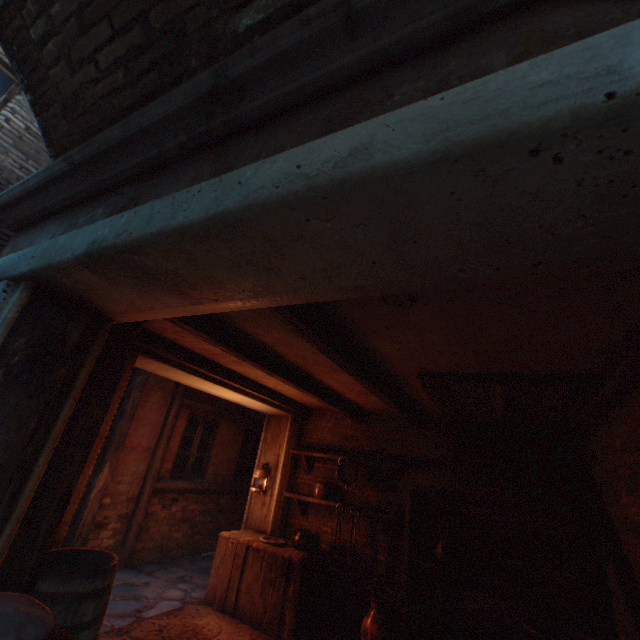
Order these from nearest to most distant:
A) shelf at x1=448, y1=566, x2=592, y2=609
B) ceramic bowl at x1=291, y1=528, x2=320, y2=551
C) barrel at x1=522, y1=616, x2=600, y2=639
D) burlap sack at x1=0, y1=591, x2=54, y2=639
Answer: burlap sack at x1=0, y1=591, x2=54, y2=639
barrel at x1=522, y1=616, x2=600, y2=639
shelf at x1=448, y1=566, x2=592, y2=609
ceramic bowl at x1=291, y1=528, x2=320, y2=551

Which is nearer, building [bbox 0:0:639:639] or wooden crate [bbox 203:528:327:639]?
building [bbox 0:0:639:639]

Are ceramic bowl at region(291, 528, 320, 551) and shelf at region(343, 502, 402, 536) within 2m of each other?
yes

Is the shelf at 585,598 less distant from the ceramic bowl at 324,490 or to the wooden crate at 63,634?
the ceramic bowl at 324,490

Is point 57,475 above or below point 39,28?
below

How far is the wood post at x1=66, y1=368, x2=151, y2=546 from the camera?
5.1m

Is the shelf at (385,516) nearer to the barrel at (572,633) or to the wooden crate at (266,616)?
the wooden crate at (266,616)

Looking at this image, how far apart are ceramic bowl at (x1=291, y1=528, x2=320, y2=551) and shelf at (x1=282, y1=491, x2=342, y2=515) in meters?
0.4 m
